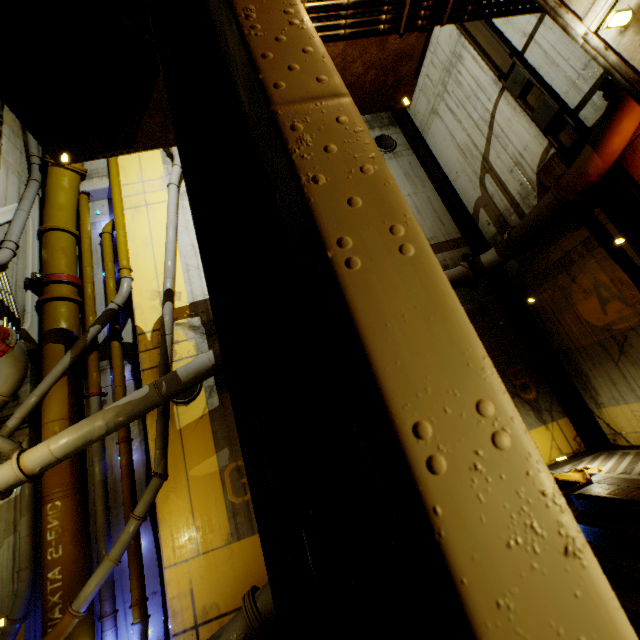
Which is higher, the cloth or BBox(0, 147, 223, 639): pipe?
BBox(0, 147, 223, 639): pipe

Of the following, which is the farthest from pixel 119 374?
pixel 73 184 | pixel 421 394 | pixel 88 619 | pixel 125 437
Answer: pixel 421 394

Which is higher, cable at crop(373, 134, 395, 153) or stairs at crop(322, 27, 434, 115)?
cable at crop(373, 134, 395, 153)

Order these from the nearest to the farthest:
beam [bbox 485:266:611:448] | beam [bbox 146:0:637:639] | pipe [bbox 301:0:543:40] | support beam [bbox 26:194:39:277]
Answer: beam [bbox 146:0:637:639] < pipe [bbox 301:0:543:40] < beam [bbox 485:266:611:448] < support beam [bbox 26:194:39:277]

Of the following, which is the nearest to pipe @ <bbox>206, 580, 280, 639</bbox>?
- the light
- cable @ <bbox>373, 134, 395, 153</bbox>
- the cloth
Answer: the cloth

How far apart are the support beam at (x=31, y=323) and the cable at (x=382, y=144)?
10.7m

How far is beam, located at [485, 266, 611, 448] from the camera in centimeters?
726cm

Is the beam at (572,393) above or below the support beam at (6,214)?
below
